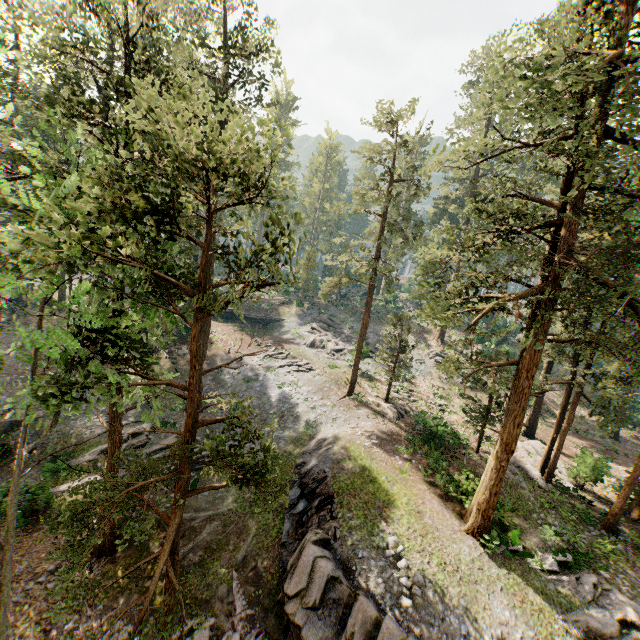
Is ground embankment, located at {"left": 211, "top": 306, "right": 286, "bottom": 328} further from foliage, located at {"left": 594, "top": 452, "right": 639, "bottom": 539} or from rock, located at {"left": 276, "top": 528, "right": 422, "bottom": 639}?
rock, located at {"left": 276, "top": 528, "right": 422, "bottom": 639}

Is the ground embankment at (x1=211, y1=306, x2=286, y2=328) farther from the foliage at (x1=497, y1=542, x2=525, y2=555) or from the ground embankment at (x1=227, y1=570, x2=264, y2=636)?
the ground embankment at (x1=227, y1=570, x2=264, y2=636)

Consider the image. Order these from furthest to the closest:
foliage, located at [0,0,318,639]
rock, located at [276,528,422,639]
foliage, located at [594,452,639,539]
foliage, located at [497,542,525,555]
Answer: foliage, located at [594,452,639,539]
foliage, located at [497,542,525,555]
rock, located at [276,528,422,639]
foliage, located at [0,0,318,639]

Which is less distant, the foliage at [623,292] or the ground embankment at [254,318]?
the foliage at [623,292]

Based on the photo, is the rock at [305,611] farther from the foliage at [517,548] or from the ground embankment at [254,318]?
the ground embankment at [254,318]

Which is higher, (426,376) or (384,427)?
(426,376)

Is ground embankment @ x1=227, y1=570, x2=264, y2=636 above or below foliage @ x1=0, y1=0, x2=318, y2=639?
below

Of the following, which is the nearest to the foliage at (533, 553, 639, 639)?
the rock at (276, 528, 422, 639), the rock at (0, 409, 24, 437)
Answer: the rock at (276, 528, 422, 639)
